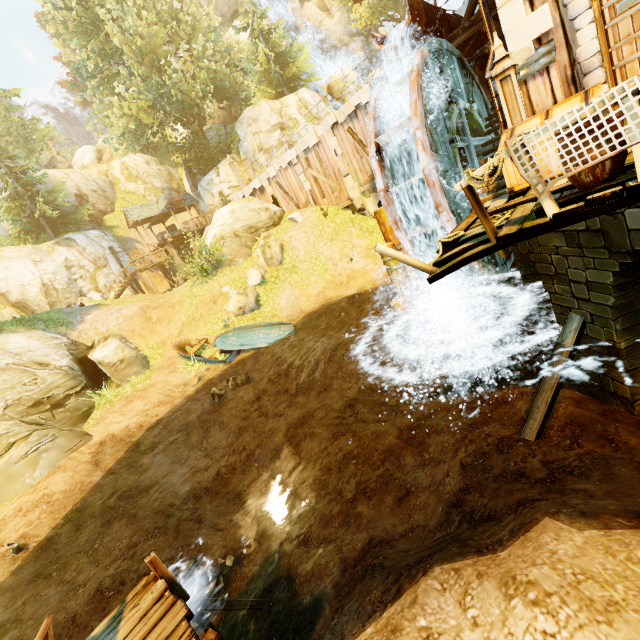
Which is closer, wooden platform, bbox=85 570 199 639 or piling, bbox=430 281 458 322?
wooden platform, bbox=85 570 199 639

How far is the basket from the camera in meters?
3.3

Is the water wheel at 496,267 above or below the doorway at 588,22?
below

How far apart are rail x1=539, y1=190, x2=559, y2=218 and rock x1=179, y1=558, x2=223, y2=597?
8.67m

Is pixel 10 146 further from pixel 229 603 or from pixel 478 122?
pixel 229 603

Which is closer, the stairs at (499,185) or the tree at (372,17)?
the stairs at (499,185)

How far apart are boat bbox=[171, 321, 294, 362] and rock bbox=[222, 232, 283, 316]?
3.38m

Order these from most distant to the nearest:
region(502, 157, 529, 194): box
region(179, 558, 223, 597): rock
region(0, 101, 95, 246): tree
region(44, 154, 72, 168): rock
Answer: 1. region(44, 154, 72, 168): rock
2. region(0, 101, 95, 246): tree
3. region(179, 558, 223, 597): rock
4. region(502, 157, 529, 194): box
